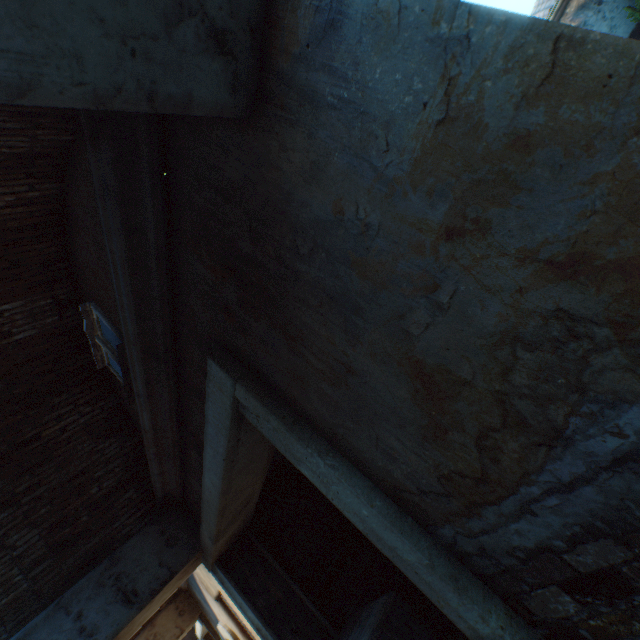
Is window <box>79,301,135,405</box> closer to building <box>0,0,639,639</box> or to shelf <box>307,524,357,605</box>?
building <box>0,0,639,639</box>

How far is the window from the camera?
3.2m

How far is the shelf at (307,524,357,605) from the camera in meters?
4.6 m

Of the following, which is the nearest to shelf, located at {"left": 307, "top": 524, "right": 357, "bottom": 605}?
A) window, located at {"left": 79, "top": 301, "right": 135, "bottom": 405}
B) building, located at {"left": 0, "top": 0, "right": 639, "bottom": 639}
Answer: building, located at {"left": 0, "top": 0, "right": 639, "bottom": 639}

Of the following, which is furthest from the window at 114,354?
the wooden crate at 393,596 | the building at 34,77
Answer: the wooden crate at 393,596

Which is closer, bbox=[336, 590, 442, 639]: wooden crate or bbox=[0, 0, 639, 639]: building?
bbox=[0, 0, 639, 639]: building

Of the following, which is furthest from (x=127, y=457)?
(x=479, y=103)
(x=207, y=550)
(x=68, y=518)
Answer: (x=479, y=103)

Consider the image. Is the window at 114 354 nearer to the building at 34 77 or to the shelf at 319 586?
the building at 34 77
